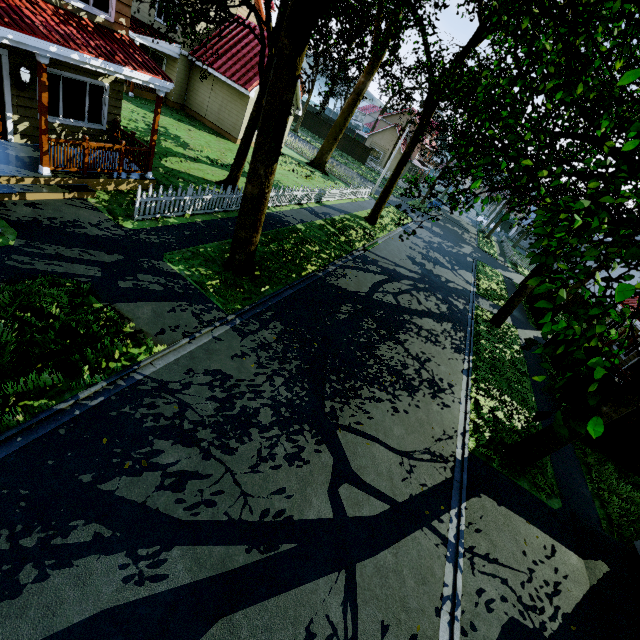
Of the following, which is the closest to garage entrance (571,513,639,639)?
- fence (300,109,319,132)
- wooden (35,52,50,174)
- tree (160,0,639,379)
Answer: tree (160,0,639,379)

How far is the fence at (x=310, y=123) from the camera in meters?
47.5

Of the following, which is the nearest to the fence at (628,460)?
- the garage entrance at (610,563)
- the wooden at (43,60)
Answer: the wooden at (43,60)

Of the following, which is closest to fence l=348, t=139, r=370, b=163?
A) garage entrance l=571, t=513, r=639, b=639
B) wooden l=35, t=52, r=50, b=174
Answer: wooden l=35, t=52, r=50, b=174

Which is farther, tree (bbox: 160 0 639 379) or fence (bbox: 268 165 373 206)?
fence (bbox: 268 165 373 206)

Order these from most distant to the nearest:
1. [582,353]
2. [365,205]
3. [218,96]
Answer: [365,205] → [218,96] → [582,353]

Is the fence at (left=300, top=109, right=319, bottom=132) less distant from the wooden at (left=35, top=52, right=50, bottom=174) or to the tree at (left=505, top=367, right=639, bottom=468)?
the tree at (left=505, top=367, right=639, bottom=468)
